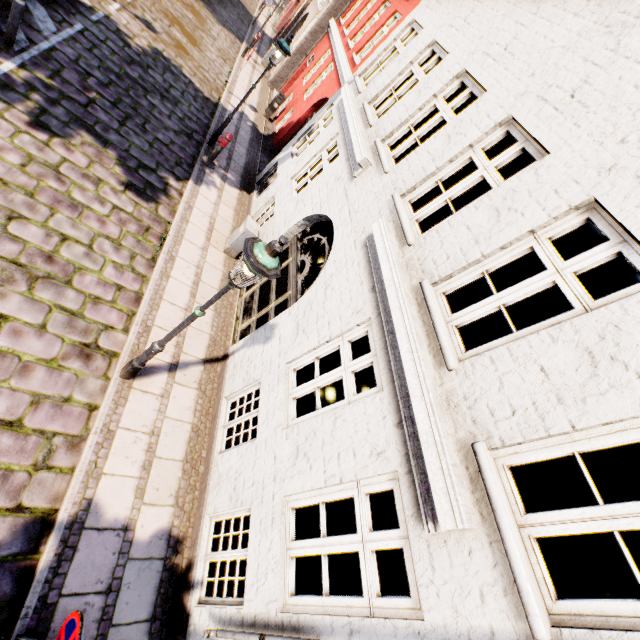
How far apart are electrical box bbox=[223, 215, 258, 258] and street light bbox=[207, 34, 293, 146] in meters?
3.9

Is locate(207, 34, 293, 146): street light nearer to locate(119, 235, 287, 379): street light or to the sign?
locate(119, 235, 287, 379): street light

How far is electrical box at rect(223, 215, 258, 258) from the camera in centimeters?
826cm

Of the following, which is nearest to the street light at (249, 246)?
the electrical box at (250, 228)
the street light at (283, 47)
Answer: the electrical box at (250, 228)

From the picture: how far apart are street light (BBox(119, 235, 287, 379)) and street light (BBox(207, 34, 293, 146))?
8.0m

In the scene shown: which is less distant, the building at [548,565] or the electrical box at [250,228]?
the building at [548,565]

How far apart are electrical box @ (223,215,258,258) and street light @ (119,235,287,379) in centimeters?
422cm

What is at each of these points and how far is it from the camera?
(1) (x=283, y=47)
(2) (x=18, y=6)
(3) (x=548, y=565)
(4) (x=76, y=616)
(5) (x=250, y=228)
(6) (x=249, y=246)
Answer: (1) street light, 8.55m
(2) bollard, 6.25m
(3) building, 6.86m
(4) sign, 2.62m
(5) electrical box, 8.24m
(6) street light, 3.38m
